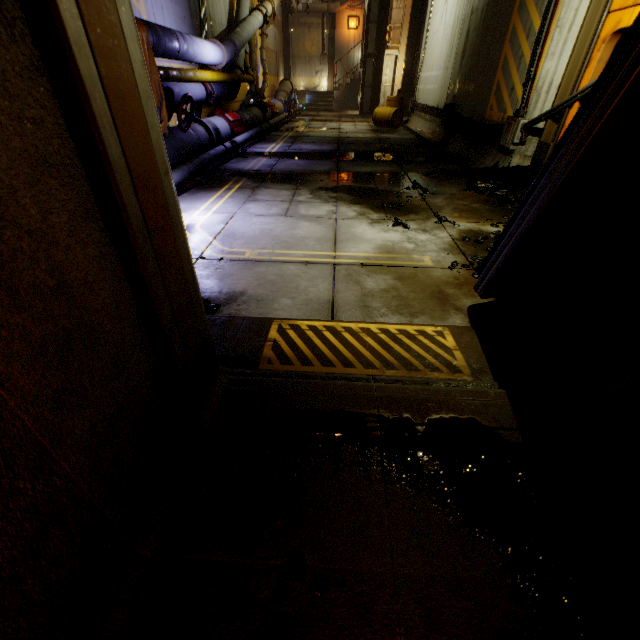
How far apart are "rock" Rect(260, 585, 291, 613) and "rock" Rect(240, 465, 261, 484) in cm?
30

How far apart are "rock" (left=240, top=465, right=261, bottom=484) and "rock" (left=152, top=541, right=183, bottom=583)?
0.2 meters

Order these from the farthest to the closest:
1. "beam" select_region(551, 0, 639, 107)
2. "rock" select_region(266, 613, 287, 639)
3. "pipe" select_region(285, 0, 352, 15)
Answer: "pipe" select_region(285, 0, 352, 15) → "beam" select_region(551, 0, 639, 107) → "rock" select_region(266, 613, 287, 639)

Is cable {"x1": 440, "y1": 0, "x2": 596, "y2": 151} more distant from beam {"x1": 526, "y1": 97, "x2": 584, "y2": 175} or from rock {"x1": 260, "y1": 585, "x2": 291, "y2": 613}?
rock {"x1": 260, "y1": 585, "x2": 291, "y2": 613}

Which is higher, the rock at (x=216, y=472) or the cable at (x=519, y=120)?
the cable at (x=519, y=120)

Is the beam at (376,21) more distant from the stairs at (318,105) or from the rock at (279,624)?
the rock at (279,624)

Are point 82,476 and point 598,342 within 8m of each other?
yes

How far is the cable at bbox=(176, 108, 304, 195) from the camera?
5.73m
